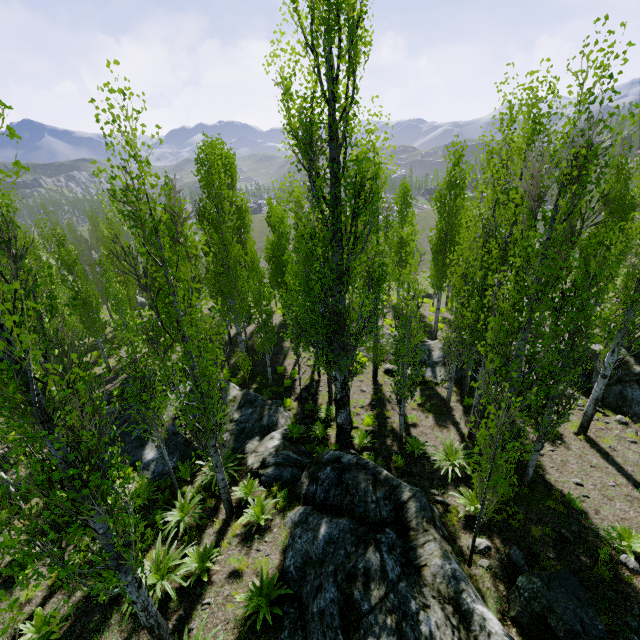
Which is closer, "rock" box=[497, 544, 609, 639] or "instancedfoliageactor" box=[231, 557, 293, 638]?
"rock" box=[497, 544, 609, 639]

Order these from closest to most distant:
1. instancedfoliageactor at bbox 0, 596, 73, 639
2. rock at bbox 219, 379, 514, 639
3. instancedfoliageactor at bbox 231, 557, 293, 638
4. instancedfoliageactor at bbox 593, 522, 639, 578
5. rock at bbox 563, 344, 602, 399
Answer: instancedfoliageactor at bbox 0, 596, 73, 639 → rock at bbox 219, 379, 514, 639 → instancedfoliageactor at bbox 231, 557, 293, 638 → instancedfoliageactor at bbox 593, 522, 639, 578 → rock at bbox 563, 344, 602, 399

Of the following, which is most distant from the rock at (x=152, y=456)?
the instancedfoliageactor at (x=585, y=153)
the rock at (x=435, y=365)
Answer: the rock at (x=435, y=365)

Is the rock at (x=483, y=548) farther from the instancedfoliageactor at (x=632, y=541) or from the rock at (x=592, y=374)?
the rock at (x=592, y=374)

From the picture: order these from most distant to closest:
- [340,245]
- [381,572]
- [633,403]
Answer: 1. [633,403]
2. [340,245]
3. [381,572]

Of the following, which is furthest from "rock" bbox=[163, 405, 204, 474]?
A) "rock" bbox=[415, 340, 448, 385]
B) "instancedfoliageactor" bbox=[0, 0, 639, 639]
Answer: "rock" bbox=[415, 340, 448, 385]
